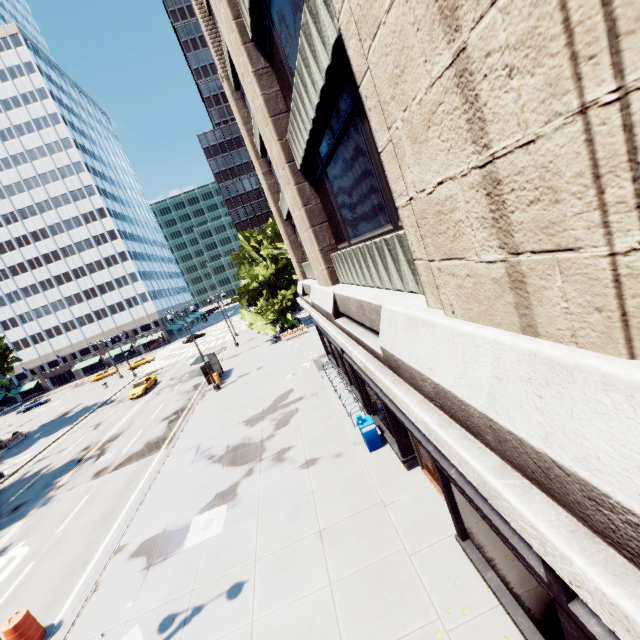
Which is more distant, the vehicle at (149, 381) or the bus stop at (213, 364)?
the vehicle at (149, 381)

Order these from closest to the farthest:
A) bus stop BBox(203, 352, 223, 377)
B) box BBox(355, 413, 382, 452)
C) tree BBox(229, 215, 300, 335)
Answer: box BBox(355, 413, 382, 452) < bus stop BBox(203, 352, 223, 377) < tree BBox(229, 215, 300, 335)

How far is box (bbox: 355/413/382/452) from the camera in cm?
1166

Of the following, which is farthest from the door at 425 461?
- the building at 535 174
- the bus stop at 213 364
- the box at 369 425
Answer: the bus stop at 213 364

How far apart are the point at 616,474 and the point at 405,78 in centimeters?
318cm

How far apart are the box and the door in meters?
1.9

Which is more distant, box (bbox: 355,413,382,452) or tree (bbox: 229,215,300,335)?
tree (bbox: 229,215,300,335)

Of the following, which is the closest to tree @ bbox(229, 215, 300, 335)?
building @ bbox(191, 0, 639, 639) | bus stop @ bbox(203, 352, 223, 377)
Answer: bus stop @ bbox(203, 352, 223, 377)
